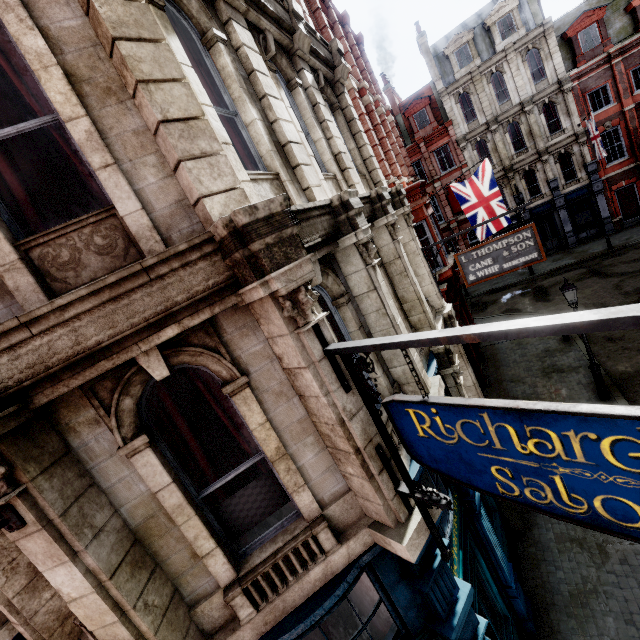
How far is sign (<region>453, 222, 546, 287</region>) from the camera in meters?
8.6

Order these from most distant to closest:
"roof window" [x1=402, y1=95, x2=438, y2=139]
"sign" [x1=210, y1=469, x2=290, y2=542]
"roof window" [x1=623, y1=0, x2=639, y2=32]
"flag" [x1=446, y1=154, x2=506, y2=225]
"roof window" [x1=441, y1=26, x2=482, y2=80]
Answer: "roof window" [x1=402, y1=95, x2=438, y2=139]
"roof window" [x1=441, y1=26, x2=482, y2=80]
"roof window" [x1=623, y1=0, x2=639, y2=32]
"flag" [x1=446, y1=154, x2=506, y2=225]
"sign" [x1=210, y1=469, x2=290, y2=542]

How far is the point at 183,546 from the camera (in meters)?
3.39

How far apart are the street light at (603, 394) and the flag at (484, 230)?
5.1 meters

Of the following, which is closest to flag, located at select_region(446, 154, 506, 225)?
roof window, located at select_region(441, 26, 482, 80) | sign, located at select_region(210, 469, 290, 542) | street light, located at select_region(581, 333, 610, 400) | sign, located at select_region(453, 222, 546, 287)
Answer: street light, located at select_region(581, 333, 610, 400)

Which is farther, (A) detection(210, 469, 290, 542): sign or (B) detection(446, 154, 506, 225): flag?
(B) detection(446, 154, 506, 225): flag

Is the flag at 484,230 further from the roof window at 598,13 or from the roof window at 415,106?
the roof window at 598,13

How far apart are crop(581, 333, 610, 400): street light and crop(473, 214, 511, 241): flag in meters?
5.1 m
